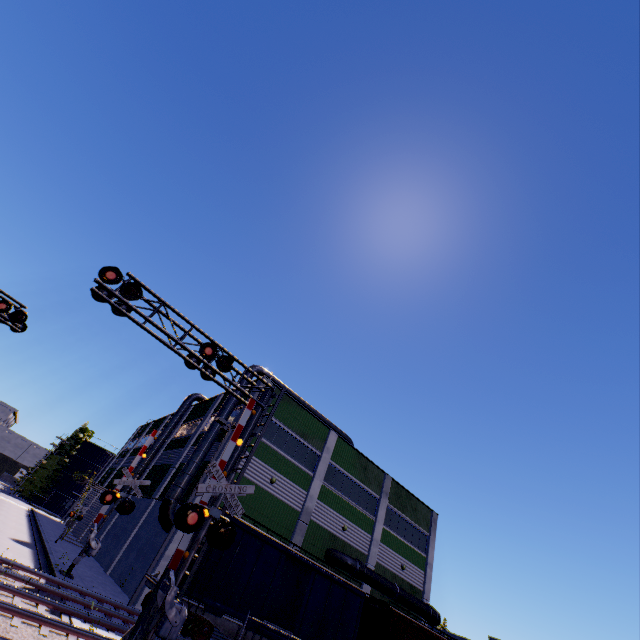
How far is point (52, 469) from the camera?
57.3m

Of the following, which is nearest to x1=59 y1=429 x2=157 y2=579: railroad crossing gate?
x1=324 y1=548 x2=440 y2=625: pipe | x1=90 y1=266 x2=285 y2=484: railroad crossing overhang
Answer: x1=90 y1=266 x2=285 y2=484: railroad crossing overhang

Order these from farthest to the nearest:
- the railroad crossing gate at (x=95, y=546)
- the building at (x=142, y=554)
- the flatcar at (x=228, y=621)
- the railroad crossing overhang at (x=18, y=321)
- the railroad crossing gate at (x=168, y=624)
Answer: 1. the building at (x=142, y=554)
2. the railroad crossing gate at (x=95, y=546)
3. the railroad crossing overhang at (x=18, y=321)
4. the flatcar at (x=228, y=621)
5. the railroad crossing gate at (x=168, y=624)

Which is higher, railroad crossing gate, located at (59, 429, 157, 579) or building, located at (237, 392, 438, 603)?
building, located at (237, 392, 438, 603)

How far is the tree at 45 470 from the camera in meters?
55.5

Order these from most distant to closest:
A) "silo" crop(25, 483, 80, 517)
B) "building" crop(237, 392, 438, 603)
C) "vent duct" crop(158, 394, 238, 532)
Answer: "silo" crop(25, 483, 80, 517) < "building" crop(237, 392, 438, 603) < "vent duct" crop(158, 394, 238, 532)

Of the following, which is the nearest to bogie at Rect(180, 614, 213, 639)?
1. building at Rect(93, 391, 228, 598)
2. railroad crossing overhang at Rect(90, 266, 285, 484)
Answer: building at Rect(93, 391, 228, 598)

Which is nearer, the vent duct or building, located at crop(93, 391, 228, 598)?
the vent duct
